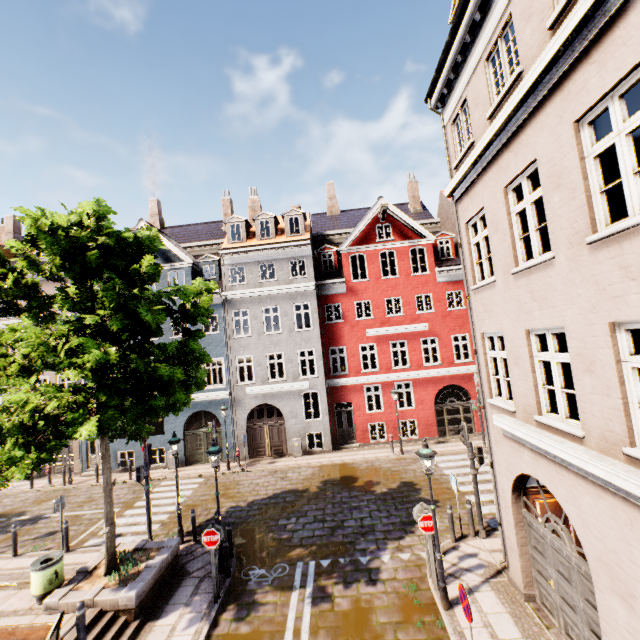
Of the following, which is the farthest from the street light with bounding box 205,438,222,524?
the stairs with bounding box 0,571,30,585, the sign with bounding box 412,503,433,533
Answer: the sign with bounding box 412,503,433,533

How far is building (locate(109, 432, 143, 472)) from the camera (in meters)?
20.20

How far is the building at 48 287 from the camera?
21.75m

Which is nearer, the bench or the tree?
the bench

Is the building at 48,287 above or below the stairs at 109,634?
above

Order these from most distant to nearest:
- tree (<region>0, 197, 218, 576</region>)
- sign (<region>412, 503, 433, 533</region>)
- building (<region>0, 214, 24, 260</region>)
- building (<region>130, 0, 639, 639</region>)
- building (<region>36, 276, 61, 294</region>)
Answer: building (<region>0, 214, 24, 260</region>) → building (<region>36, 276, 61, 294</region>) → sign (<region>412, 503, 433, 533</region>) → tree (<region>0, 197, 218, 576</region>) → building (<region>130, 0, 639, 639</region>)

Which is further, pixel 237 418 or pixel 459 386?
pixel 459 386
